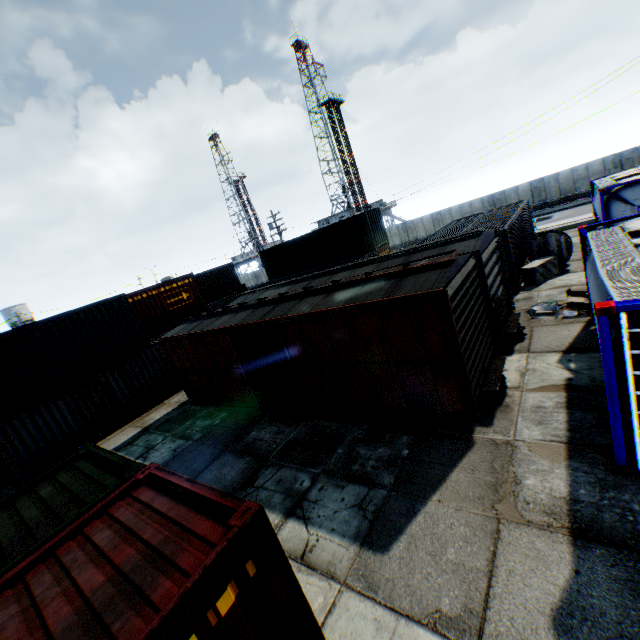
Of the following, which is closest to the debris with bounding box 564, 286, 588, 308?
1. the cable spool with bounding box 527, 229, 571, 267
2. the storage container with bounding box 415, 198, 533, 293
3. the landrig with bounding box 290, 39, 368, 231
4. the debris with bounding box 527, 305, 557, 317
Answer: the debris with bounding box 527, 305, 557, 317

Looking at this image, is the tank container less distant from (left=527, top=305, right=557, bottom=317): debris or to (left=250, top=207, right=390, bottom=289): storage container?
(left=527, top=305, right=557, bottom=317): debris

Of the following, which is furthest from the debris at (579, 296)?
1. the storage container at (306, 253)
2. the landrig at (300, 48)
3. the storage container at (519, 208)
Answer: the landrig at (300, 48)

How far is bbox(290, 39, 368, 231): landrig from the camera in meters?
52.7 m

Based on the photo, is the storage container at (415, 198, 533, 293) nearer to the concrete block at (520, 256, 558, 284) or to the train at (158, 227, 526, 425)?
the concrete block at (520, 256, 558, 284)

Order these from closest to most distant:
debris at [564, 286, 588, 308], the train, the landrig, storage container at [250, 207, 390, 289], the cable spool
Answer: the train
debris at [564, 286, 588, 308]
the cable spool
storage container at [250, 207, 390, 289]
the landrig

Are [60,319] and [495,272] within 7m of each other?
no

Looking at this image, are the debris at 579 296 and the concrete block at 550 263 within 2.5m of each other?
no
